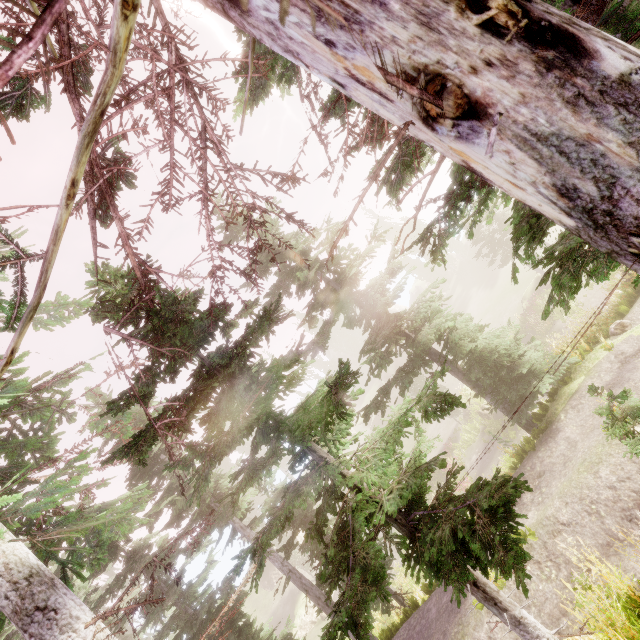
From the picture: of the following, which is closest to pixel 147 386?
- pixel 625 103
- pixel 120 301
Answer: pixel 120 301

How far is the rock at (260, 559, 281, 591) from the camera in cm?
3778

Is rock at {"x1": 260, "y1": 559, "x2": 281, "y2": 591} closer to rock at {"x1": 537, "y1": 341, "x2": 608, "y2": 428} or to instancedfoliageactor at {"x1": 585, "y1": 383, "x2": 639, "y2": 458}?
instancedfoliageactor at {"x1": 585, "y1": 383, "x2": 639, "y2": 458}

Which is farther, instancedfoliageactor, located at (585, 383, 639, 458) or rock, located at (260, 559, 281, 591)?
rock, located at (260, 559, 281, 591)

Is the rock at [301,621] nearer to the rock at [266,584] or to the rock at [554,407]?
the rock at [266,584]

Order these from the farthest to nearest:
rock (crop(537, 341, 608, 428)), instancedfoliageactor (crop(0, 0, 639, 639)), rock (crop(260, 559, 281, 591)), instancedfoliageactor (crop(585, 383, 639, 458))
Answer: rock (crop(260, 559, 281, 591)) < rock (crop(537, 341, 608, 428)) < instancedfoliageactor (crop(585, 383, 639, 458)) < instancedfoliageactor (crop(0, 0, 639, 639))

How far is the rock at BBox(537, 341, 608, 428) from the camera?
11.1m

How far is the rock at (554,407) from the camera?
11.09m
